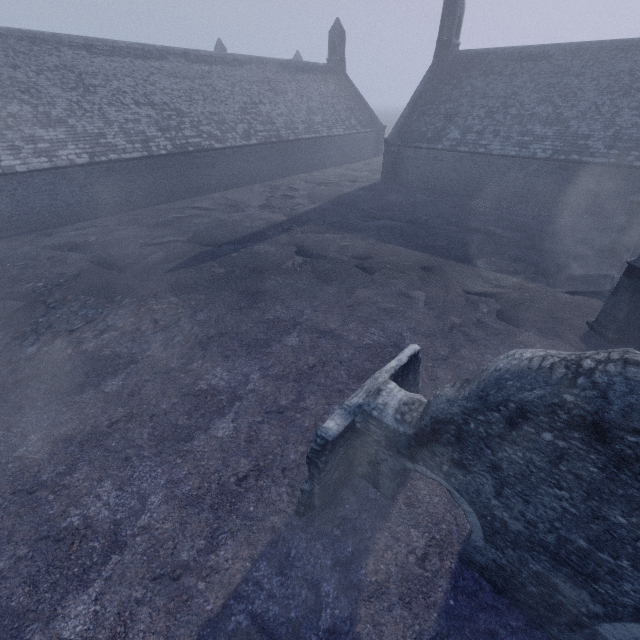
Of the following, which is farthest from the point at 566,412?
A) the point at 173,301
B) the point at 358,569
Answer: the point at 173,301
